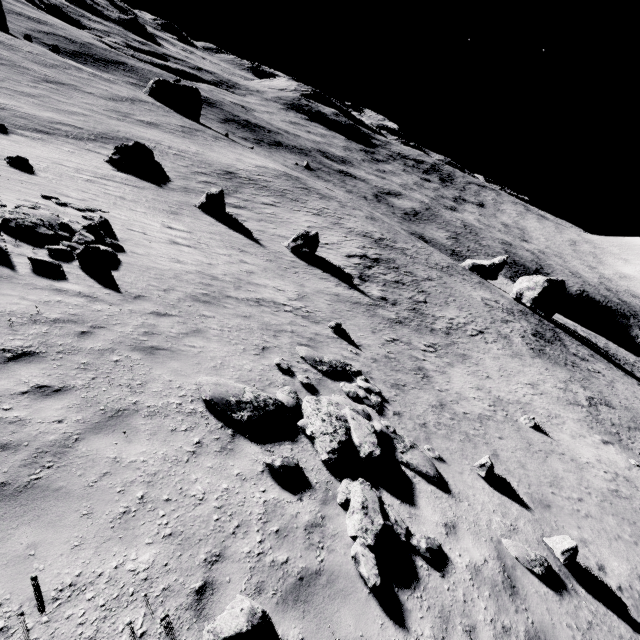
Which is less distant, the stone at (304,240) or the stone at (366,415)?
the stone at (366,415)

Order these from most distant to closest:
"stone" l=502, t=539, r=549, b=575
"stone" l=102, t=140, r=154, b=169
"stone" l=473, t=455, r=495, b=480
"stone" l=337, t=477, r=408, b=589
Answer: "stone" l=102, t=140, r=154, b=169 → "stone" l=473, t=455, r=495, b=480 → "stone" l=502, t=539, r=549, b=575 → "stone" l=337, t=477, r=408, b=589

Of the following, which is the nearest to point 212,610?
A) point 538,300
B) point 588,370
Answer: point 588,370

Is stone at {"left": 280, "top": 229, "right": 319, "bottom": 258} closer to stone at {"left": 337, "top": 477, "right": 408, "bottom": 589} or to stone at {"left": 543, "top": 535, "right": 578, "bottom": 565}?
stone at {"left": 337, "top": 477, "right": 408, "bottom": 589}

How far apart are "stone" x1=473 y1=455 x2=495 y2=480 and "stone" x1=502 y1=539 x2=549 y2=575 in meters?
2.1 m

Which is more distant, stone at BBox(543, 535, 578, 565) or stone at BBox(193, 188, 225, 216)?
stone at BBox(193, 188, 225, 216)

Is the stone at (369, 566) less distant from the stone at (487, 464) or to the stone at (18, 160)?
the stone at (487, 464)

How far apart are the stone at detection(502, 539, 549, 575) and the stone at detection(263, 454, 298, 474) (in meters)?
5.10
